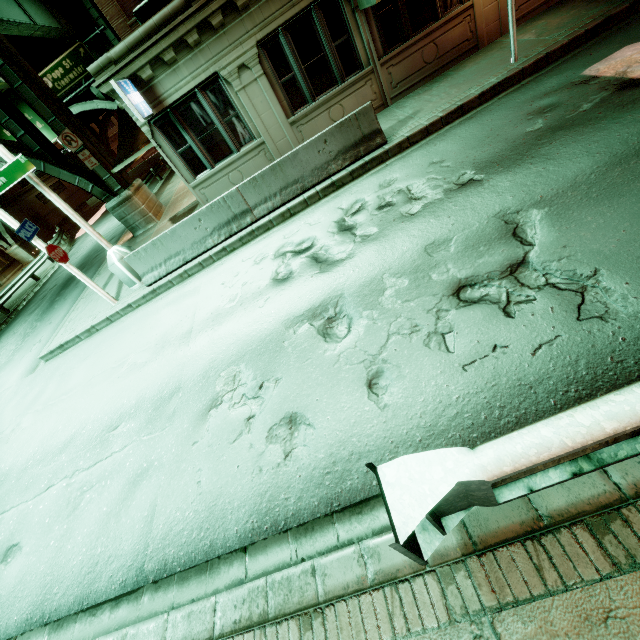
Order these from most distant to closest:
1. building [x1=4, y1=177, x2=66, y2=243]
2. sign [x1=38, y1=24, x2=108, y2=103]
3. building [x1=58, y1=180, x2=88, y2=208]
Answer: building [x1=58, y1=180, x2=88, y2=208] < building [x1=4, y1=177, x2=66, y2=243] < sign [x1=38, y1=24, x2=108, y2=103]

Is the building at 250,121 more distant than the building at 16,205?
No

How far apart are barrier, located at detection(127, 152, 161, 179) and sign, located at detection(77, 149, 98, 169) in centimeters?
2638cm

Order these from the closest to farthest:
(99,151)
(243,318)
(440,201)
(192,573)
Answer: (192,573) < (440,201) < (243,318) < (99,151)

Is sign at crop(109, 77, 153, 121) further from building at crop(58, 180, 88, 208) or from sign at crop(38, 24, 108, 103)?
building at crop(58, 180, 88, 208)

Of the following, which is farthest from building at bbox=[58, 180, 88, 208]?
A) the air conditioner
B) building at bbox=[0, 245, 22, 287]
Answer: the air conditioner

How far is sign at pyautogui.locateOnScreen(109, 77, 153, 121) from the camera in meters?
8.1

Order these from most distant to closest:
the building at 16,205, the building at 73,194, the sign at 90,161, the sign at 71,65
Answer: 1. the building at 73,194
2. the building at 16,205
3. the sign at 71,65
4. the sign at 90,161
